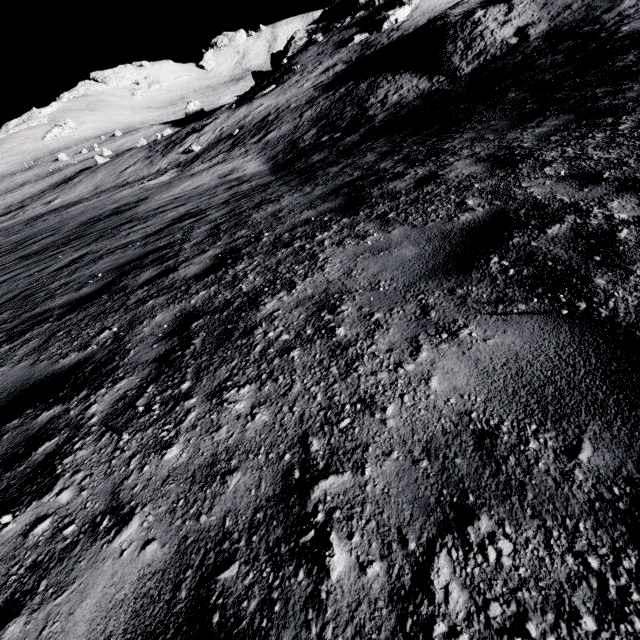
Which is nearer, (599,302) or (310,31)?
(599,302)
